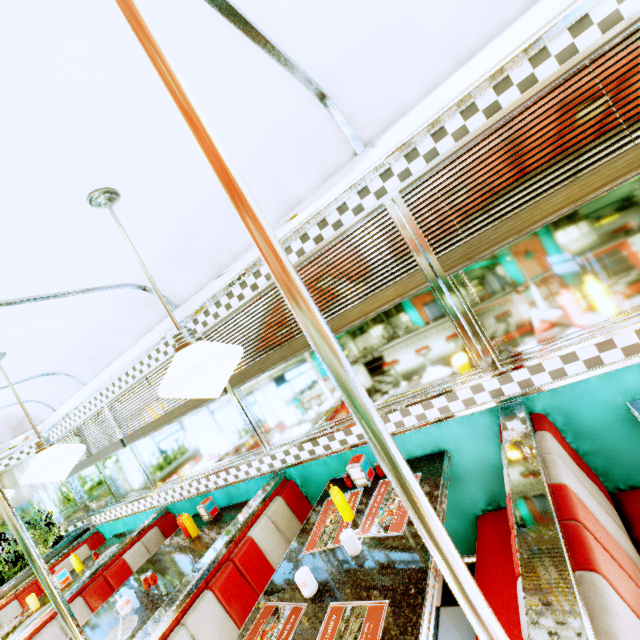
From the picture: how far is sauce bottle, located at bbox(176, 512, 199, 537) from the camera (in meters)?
3.00

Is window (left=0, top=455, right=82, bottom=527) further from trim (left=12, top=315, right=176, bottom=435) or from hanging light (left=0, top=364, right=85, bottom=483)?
hanging light (left=0, top=364, right=85, bottom=483)

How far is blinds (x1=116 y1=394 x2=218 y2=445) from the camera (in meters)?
3.12

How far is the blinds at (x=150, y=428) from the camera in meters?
3.1

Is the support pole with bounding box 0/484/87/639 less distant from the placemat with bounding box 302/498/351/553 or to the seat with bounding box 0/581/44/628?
the placemat with bounding box 302/498/351/553

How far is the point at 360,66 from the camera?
1.58m

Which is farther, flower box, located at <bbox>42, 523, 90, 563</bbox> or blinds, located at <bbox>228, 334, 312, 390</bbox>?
flower box, located at <bbox>42, 523, 90, 563</bbox>

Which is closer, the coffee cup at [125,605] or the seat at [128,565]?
the coffee cup at [125,605]
